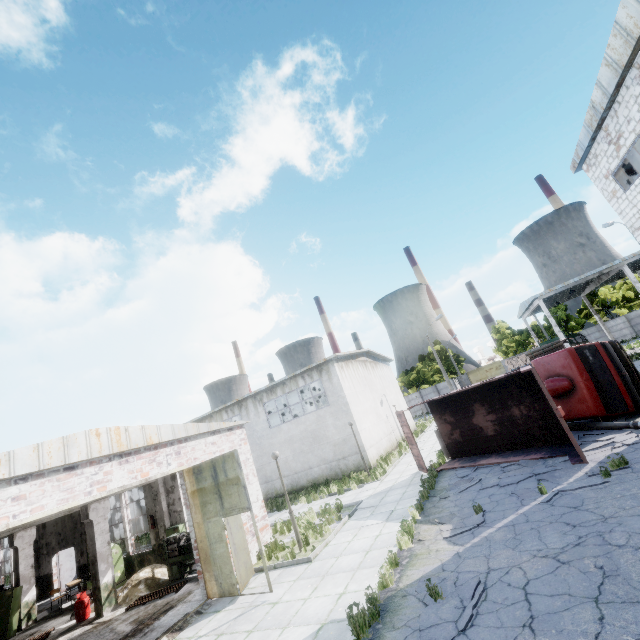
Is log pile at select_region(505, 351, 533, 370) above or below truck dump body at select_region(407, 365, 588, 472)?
above

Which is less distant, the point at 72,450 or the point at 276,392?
the point at 72,450

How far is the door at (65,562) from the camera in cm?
1897

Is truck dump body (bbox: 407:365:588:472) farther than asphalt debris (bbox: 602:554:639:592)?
Yes

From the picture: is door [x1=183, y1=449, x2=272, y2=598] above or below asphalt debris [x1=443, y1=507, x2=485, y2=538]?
above

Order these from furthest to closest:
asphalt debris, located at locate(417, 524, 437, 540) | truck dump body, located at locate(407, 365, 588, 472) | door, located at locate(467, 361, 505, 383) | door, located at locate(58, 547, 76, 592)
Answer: door, located at locate(467, 361, 505, 383) → door, located at locate(58, 547, 76, 592) → truck dump body, located at locate(407, 365, 588, 472) → asphalt debris, located at locate(417, 524, 437, 540)

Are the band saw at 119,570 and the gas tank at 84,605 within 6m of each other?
Result: yes

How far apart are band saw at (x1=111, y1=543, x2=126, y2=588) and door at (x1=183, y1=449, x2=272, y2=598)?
8.3 meters
